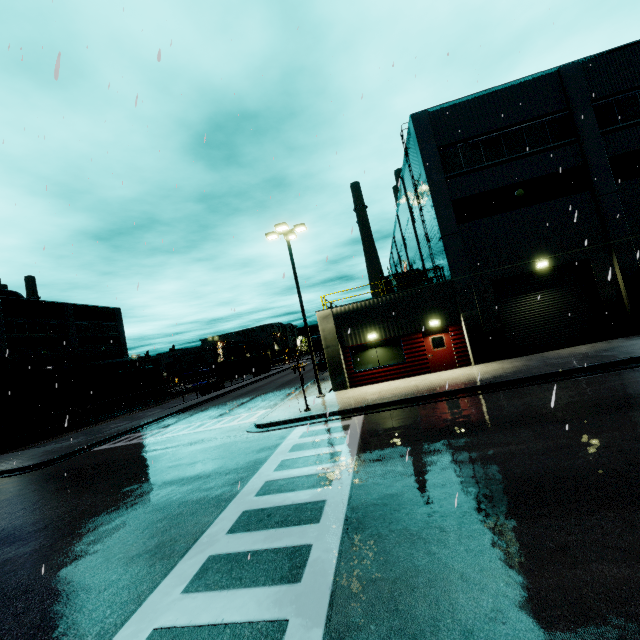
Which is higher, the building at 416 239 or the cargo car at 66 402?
the building at 416 239

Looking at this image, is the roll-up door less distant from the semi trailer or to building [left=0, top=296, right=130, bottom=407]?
building [left=0, top=296, right=130, bottom=407]

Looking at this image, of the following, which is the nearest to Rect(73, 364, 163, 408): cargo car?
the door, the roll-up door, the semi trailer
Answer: the semi trailer

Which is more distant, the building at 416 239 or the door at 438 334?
the building at 416 239

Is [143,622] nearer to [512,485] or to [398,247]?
[512,485]

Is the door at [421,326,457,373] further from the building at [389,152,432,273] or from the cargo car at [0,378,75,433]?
the cargo car at [0,378,75,433]

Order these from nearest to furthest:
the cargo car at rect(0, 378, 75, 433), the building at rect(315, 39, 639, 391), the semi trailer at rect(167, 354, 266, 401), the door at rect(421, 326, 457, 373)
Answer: the building at rect(315, 39, 639, 391) → the door at rect(421, 326, 457, 373) → the cargo car at rect(0, 378, 75, 433) → the semi trailer at rect(167, 354, 266, 401)

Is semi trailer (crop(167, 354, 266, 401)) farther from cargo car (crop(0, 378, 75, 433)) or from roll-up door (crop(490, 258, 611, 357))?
roll-up door (crop(490, 258, 611, 357))
